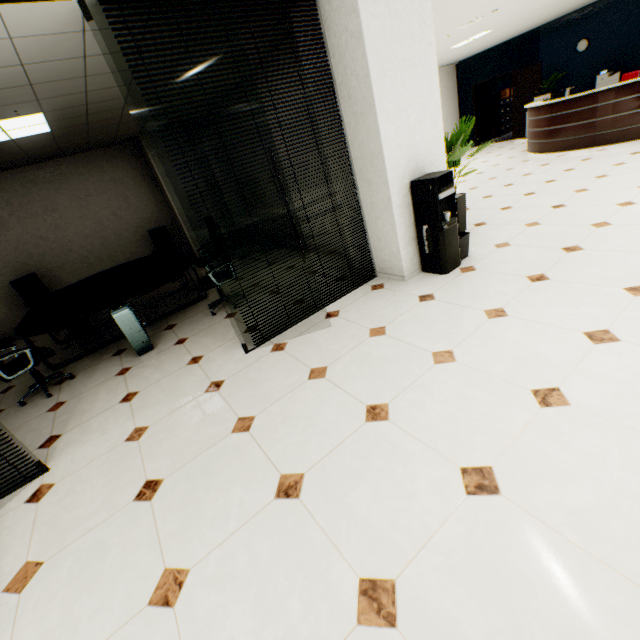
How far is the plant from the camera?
4.1m

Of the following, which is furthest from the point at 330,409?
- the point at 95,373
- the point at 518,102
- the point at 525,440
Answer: the point at 518,102

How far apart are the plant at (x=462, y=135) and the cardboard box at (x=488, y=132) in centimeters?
1158cm

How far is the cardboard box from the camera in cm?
1337

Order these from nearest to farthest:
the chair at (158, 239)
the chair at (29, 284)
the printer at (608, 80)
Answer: the chair at (29, 284) < the chair at (158, 239) < the printer at (608, 80)

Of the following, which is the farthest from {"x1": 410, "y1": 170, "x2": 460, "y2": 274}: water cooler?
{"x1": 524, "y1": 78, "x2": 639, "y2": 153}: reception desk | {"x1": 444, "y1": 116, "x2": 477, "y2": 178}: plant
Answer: {"x1": 524, "y1": 78, "x2": 639, "y2": 153}: reception desk

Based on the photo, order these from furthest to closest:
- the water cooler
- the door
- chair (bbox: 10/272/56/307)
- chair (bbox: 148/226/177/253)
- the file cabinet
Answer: the file cabinet < the door < chair (bbox: 148/226/177/253) < chair (bbox: 10/272/56/307) < the water cooler

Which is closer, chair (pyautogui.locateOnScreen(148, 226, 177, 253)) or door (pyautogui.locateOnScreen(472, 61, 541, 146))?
chair (pyautogui.locateOnScreen(148, 226, 177, 253))
